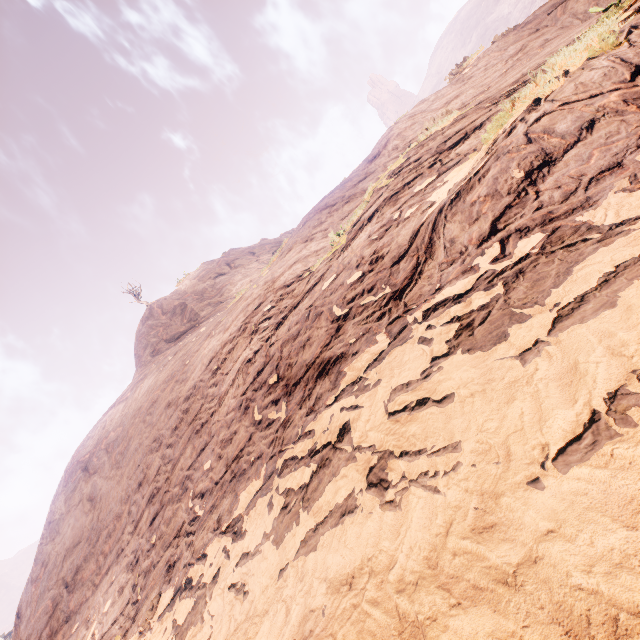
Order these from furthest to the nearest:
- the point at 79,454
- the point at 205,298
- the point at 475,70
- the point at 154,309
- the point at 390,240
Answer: the point at 154,309
the point at 205,298
the point at 79,454
the point at 475,70
the point at 390,240
